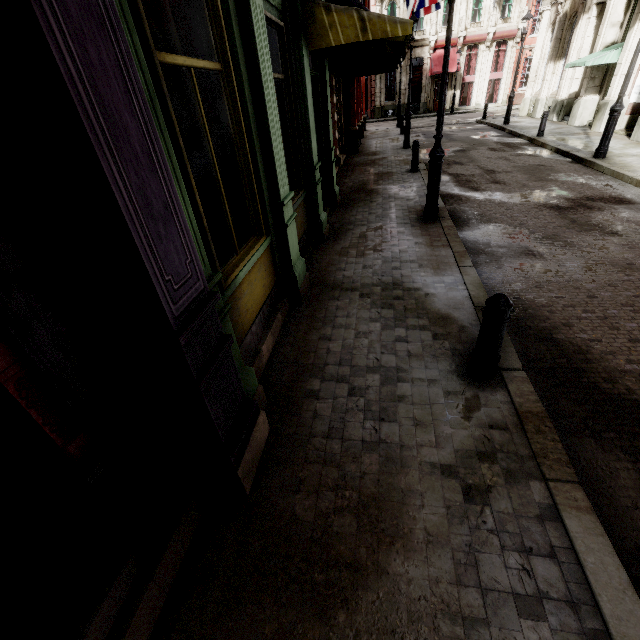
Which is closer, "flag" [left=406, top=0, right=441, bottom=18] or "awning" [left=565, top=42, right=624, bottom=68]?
"awning" [left=565, top=42, right=624, bottom=68]

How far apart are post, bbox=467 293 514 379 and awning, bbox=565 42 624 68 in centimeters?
1699cm

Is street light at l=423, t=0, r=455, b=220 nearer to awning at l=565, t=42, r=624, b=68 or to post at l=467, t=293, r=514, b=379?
post at l=467, t=293, r=514, b=379

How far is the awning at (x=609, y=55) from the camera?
12.86m

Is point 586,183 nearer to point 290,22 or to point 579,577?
→ point 290,22

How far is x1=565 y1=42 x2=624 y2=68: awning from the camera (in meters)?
12.86

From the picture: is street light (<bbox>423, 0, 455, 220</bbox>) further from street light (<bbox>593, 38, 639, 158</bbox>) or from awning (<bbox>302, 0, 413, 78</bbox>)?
street light (<bbox>593, 38, 639, 158</bbox>)

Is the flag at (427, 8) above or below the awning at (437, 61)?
above
